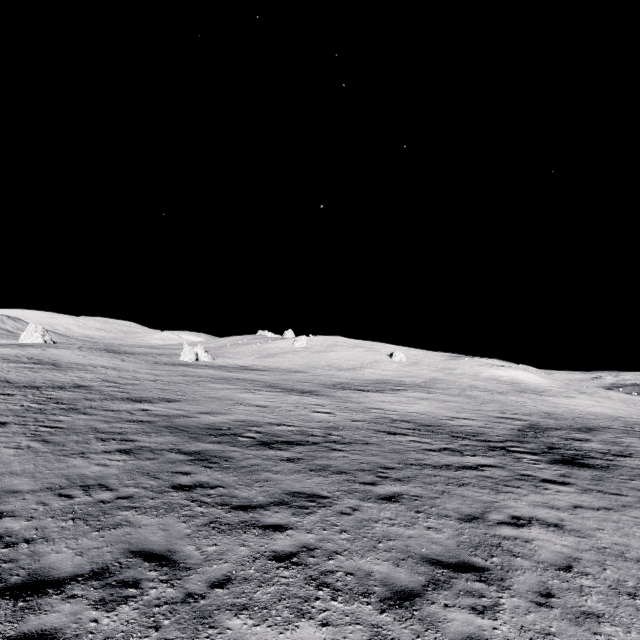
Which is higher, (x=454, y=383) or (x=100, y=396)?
(x=454, y=383)
